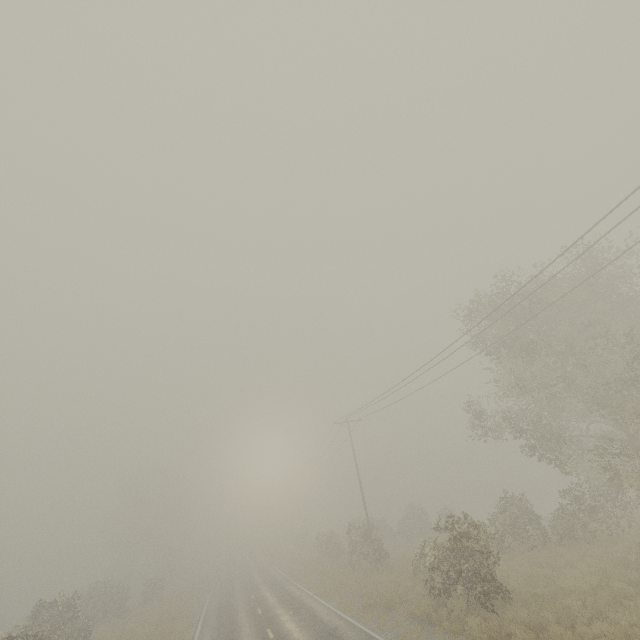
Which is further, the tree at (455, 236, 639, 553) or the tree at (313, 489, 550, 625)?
the tree at (455, 236, 639, 553)

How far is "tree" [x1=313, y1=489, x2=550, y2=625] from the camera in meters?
13.0

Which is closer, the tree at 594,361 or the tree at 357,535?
the tree at 357,535

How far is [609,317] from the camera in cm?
1947

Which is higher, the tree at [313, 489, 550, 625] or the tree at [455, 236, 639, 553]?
the tree at [455, 236, 639, 553]

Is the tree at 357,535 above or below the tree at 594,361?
below
